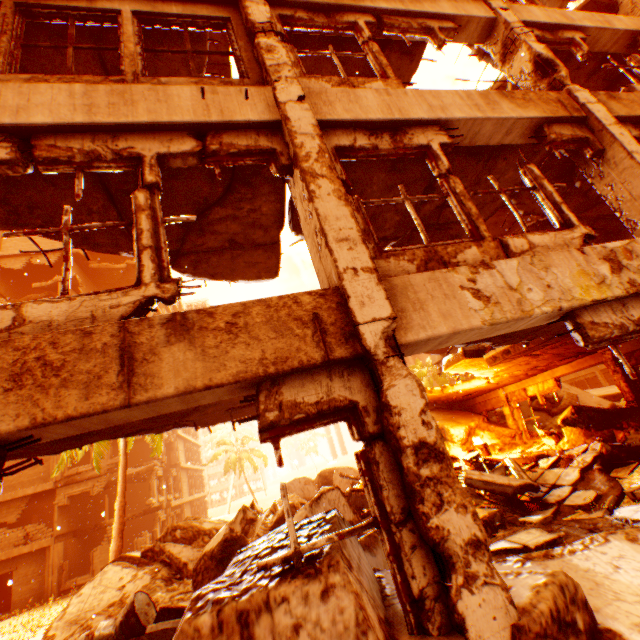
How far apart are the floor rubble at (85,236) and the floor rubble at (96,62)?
2.45m

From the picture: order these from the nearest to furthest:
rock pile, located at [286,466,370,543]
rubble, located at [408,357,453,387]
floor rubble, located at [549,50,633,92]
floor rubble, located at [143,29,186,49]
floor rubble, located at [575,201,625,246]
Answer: rock pile, located at [286,466,370,543], floor rubble, located at [143,29,186,49], floor rubble, located at [549,50,633,92], floor rubble, located at [575,201,625,246], rubble, located at [408,357,453,387]

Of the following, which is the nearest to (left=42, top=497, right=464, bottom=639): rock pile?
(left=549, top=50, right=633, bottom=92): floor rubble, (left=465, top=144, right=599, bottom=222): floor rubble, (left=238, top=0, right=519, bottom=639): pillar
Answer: (left=238, top=0, right=519, bottom=639): pillar

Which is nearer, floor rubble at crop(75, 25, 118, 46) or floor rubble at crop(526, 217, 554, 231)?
floor rubble at crop(75, 25, 118, 46)

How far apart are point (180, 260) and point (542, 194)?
5.89m

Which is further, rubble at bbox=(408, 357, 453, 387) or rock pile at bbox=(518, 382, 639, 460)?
rubble at bbox=(408, 357, 453, 387)

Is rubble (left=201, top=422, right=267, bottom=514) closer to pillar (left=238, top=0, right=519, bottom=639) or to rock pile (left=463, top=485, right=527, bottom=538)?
rock pile (left=463, top=485, right=527, bottom=538)

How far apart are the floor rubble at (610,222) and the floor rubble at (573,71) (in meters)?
2.49
